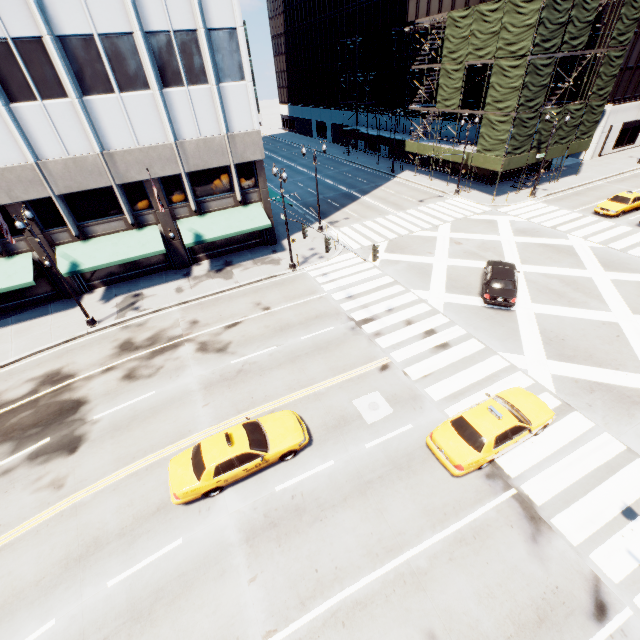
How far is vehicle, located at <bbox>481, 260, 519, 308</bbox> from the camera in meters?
18.7 m

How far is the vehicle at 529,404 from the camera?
11.37m

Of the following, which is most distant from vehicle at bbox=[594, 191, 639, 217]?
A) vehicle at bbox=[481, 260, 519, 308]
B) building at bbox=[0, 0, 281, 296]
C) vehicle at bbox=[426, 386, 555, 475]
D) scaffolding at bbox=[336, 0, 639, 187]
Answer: building at bbox=[0, 0, 281, 296]

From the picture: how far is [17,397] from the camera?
16.56m

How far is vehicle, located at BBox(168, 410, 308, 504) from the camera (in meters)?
11.32

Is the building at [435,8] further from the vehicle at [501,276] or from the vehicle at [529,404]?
the vehicle at [529,404]

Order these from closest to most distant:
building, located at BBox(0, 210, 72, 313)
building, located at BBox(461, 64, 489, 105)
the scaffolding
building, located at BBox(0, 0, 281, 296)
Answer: building, located at BBox(0, 0, 281, 296), building, located at BBox(0, 210, 72, 313), the scaffolding, building, located at BBox(461, 64, 489, 105)

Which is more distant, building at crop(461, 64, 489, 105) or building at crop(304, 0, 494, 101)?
building at crop(304, 0, 494, 101)
